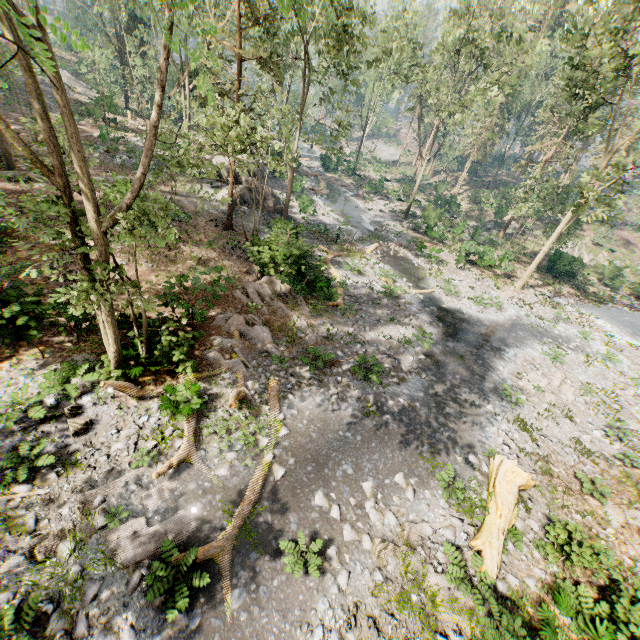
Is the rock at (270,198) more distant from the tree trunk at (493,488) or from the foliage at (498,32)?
the tree trunk at (493,488)

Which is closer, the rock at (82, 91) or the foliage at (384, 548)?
the foliage at (384, 548)

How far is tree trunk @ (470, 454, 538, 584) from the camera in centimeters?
898cm

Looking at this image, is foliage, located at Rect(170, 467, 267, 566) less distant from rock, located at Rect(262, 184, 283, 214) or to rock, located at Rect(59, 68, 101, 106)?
rock, located at Rect(59, 68, 101, 106)

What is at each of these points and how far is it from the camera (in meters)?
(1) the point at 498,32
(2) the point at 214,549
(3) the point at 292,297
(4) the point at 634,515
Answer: (1) foliage, 24.14
(2) foliage, 8.05
(3) foliage, 18.12
(4) foliage, 12.12

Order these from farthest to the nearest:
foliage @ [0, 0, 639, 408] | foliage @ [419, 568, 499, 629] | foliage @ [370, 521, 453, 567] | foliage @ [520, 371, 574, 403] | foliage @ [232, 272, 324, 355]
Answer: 1. foliage @ [520, 371, 574, 403]
2. foliage @ [232, 272, 324, 355]
3. foliage @ [370, 521, 453, 567]
4. foliage @ [419, 568, 499, 629]
5. foliage @ [0, 0, 639, 408]

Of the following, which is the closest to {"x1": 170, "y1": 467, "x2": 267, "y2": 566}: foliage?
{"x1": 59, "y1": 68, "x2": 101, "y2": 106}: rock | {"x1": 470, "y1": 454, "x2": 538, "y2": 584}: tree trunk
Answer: {"x1": 59, "y1": 68, "x2": 101, "y2": 106}: rock

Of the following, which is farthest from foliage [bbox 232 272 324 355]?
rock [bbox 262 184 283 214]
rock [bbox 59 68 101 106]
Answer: rock [bbox 262 184 283 214]
